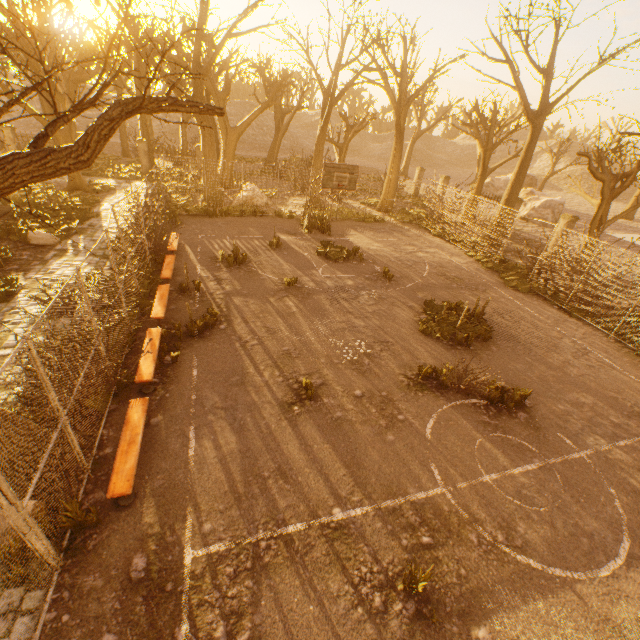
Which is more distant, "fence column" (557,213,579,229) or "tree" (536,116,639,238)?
"fence column" (557,213,579,229)

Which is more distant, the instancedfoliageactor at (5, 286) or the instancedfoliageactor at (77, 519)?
the instancedfoliageactor at (5, 286)

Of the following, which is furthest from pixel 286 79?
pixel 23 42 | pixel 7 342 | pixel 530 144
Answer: pixel 7 342

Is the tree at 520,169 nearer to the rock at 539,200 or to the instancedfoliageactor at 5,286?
the rock at 539,200

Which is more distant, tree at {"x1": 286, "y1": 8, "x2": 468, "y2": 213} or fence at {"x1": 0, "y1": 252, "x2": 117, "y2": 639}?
tree at {"x1": 286, "y1": 8, "x2": 468, "y2": 213}

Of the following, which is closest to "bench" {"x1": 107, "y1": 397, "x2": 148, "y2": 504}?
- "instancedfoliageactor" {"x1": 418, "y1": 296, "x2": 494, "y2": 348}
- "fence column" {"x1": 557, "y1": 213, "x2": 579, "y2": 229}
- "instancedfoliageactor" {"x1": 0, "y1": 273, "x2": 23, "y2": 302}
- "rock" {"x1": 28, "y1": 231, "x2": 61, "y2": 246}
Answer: "instancedfoliageactor" {"x1": 0, "y1": 273, "x2": 23, "y2": 302}

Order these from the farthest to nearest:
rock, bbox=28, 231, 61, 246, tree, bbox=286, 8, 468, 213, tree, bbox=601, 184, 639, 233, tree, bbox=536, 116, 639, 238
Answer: tree, bbox=286, 8, 468, 213 < tree, bbox=601, 184, 639, 233 < tree, bbox=536, 116, 639, 238 < rock, bbox=28, 231, 61, 246

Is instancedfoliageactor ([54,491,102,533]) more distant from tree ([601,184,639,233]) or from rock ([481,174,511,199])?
rock ([481,174,511,199])
